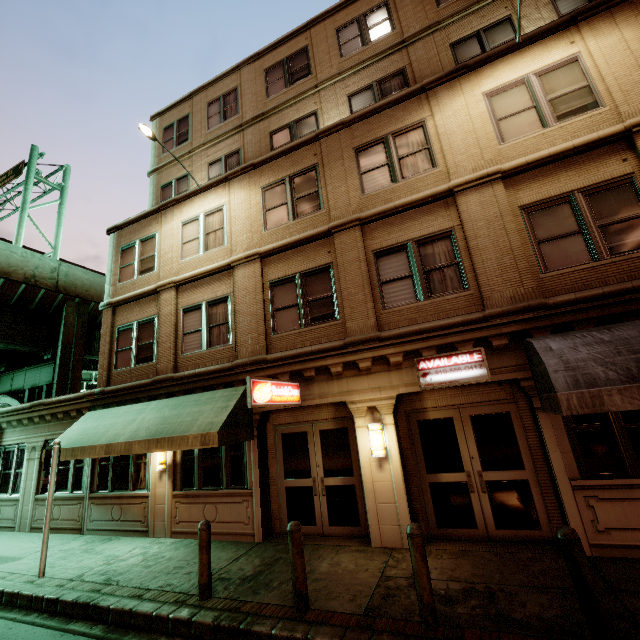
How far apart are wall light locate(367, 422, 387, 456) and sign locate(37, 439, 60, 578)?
8.09m

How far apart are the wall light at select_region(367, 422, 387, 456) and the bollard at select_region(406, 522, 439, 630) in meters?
2.5 m

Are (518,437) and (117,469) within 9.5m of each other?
no

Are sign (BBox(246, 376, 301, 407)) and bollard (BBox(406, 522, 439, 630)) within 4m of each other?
yes

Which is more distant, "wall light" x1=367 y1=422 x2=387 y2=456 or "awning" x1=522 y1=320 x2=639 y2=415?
"wall light" x1=367 y1=422 x2=387 y2=456

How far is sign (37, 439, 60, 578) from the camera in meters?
7.7

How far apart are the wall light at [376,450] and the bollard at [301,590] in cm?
251

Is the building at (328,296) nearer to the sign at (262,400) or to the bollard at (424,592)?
the sign at (262,400)
